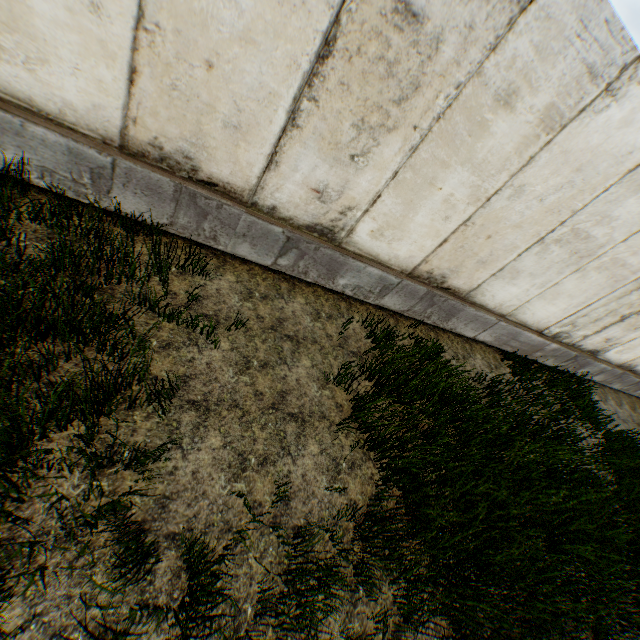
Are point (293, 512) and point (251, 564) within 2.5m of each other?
yes
